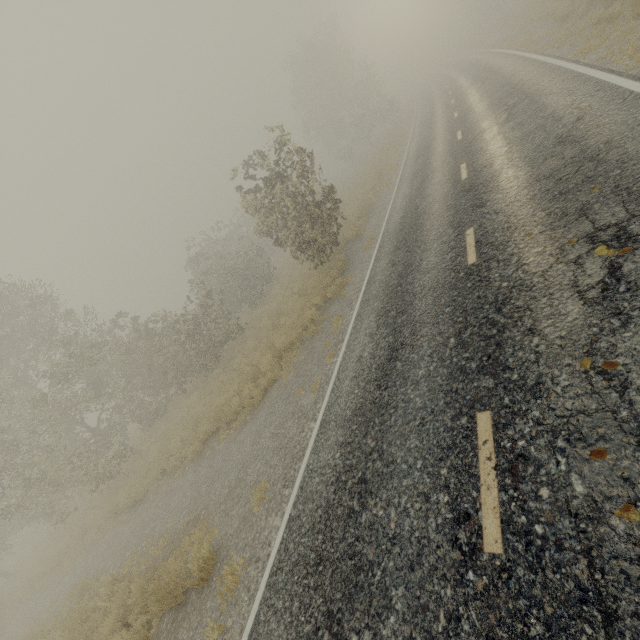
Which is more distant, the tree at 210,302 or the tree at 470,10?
the tree at 470,10

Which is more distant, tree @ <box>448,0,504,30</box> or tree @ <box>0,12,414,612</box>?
tree @ <box>448,0,504,30</box>

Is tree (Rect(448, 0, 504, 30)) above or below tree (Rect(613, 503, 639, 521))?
above

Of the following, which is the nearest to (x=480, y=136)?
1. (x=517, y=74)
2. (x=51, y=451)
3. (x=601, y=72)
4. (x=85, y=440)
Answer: (x=601, y=72)

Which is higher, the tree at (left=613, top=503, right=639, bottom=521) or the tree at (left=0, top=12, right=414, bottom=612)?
the tree at (left=0, top=12, right=414, bottom=612)

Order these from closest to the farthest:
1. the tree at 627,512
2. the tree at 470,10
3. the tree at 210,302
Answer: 1. the tree at 627,512
2. the tree at 210,302
3. the tree at 470,10

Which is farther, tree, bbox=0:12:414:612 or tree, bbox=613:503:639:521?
tree, bbox=0:12:414:612

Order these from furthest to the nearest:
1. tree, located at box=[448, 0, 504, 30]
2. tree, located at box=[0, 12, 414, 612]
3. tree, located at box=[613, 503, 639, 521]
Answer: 1. tree, located at box=[448, 0, 504, 30]
2. tree, located at box=[0, 12, 414, 612]
3. tree, located at box=[613, 503, 639, 521]
